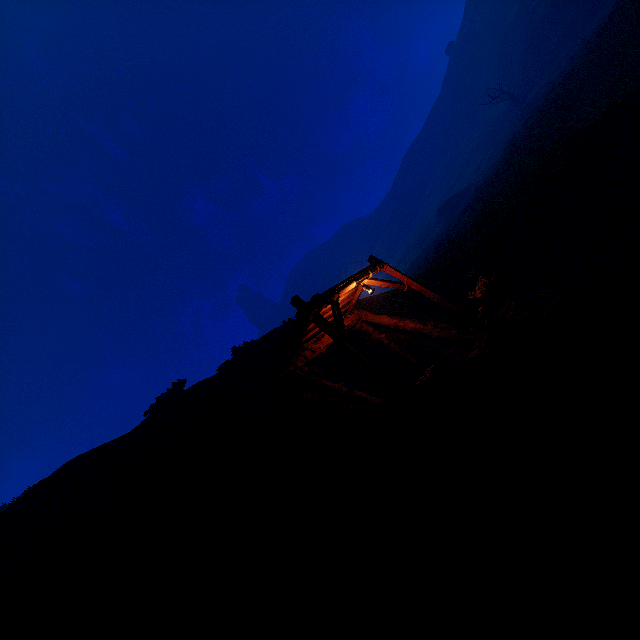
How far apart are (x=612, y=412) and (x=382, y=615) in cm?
133

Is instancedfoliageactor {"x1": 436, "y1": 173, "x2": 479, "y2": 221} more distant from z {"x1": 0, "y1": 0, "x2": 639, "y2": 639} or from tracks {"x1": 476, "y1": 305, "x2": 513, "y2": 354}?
tracks {"x1": 476, "y1": 305, "x2": 513, "y2": 354}

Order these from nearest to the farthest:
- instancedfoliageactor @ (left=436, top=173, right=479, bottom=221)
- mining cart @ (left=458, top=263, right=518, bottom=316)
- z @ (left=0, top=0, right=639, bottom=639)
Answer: z @ (left=0, top=0, right=639, bottom=639), mining cart @ (left=458, top=263, right=518, bottom=316), instancedfoliageactor @ (left=436, top=173, right=479, bottom=221)

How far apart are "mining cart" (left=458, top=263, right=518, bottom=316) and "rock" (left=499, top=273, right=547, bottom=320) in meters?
0.0

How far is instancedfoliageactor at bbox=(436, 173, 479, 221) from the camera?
51.3 meters

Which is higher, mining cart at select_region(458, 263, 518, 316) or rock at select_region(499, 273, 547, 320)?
mining cart at select_region(458, 263, 518, 316)

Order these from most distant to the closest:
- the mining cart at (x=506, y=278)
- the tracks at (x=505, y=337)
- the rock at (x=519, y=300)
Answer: the mining cart at (x=506, y=278)
the rock at (x=519, y=300)
the tracks at (x=505, y=337)

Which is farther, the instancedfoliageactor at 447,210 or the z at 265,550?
the instancedfoliageactor at 447,210
